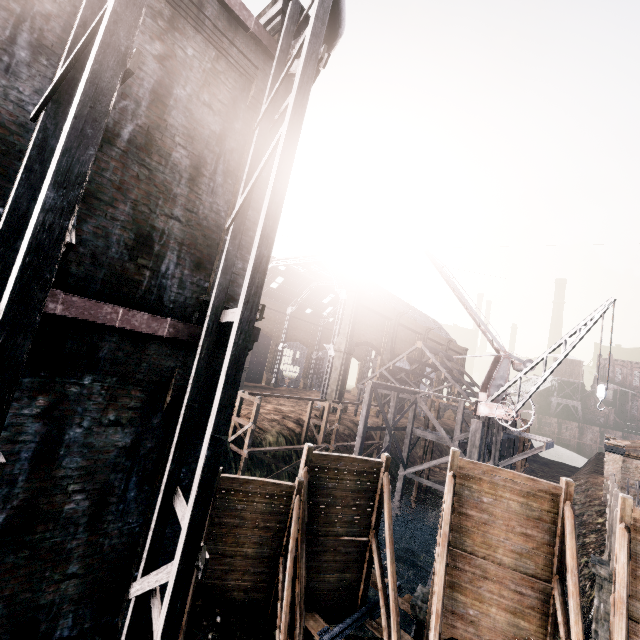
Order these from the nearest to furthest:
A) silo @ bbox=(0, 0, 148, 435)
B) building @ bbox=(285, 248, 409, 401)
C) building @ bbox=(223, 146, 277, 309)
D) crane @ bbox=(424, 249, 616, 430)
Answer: silo @ bbox=(0, 0, 148, 435) → building @ bbox=(223, 146, 277, 309) → crane @ bbox=(424, 249, 616, 430) → building @ bbox=(285, 248, 409, 401)

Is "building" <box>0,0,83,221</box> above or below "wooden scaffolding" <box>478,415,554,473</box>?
above

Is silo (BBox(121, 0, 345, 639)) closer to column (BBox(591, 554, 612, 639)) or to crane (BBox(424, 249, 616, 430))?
crane (BBox(424, 249, 616, 430))

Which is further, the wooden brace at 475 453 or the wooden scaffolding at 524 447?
the wooden scaffolding at 524 447

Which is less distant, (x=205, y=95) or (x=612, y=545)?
(x=205, y=95)

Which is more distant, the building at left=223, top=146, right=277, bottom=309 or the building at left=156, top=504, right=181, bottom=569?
the building at left=223, top=146, right=277, bottom=309

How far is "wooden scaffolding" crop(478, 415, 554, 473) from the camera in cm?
1944

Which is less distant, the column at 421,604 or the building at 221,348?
the building at 221,348
